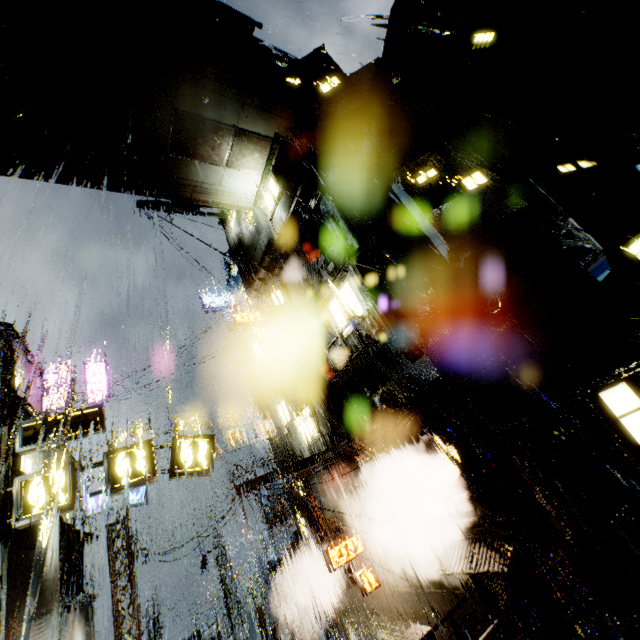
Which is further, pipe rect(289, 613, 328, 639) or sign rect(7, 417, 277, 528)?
pipe rect(289, 613, 328, 639)

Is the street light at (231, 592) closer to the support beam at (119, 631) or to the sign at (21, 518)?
the support beam at (119, 631)

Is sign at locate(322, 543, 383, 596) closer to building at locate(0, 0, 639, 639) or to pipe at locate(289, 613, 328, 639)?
building at locate(0, 0, 639, 639)

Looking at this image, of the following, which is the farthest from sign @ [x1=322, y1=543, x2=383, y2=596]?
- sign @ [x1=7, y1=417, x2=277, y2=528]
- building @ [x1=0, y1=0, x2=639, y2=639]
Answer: sign @ [x1=7, y1=417, x2=277, y2=528]

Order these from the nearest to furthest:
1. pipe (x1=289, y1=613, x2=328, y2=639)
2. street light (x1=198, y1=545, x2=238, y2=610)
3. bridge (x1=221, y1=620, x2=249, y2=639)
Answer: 1. pipe (x1=289, y1=613, x2=328, y2=639)
2. bridge (x1=221, y1=620, x2=249, y2=639)
3. street light (x1=198, y1=545, x2=238, y2=610)

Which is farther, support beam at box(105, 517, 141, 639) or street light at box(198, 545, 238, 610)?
street light at box(198, 545, 238, 610)

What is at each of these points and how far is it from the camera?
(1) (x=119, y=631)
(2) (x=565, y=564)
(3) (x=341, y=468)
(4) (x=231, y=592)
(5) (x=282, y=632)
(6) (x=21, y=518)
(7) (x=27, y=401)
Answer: (1) support beam, 14.55m
(2) building, 8.09m
(3) building, 16.06m
(4) street light, 29.77m
(5) bridge, 20.12m
(6) sign, 8.80m
(7) building, 10.84m

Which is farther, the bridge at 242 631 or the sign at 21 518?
the bridge at 242 631
